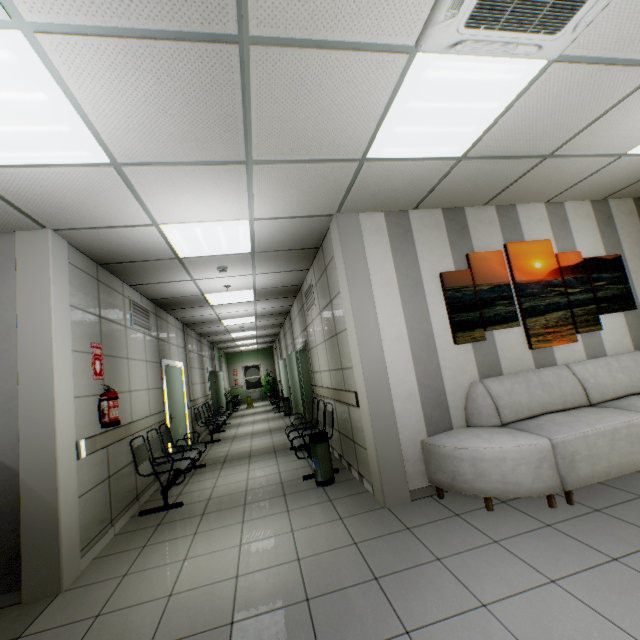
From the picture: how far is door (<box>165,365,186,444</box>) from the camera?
6.6m

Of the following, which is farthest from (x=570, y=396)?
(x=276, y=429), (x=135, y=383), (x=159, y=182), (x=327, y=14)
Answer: (x=276, y=429)

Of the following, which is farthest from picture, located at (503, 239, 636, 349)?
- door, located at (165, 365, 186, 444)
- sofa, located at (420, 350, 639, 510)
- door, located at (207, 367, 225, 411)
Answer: door, located at (207, 367, 225, 411)

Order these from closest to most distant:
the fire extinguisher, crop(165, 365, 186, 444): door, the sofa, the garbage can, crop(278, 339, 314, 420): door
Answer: the sofa < the fire extinguisher < the garbage can < crop(165, 365, 186, 444): door < crop(278, 339, 314, 420): door

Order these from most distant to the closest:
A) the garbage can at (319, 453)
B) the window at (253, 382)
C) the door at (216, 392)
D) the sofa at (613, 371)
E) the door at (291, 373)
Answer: the window at (253, 382)
the door at (216, 392)
the door at (291, 373)
the garbage can at (319, 453)
the sofa at (613, 371)

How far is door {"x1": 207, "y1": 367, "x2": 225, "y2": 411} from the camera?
13.53m

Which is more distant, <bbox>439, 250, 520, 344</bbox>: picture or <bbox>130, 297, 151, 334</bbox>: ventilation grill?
<bbox>130, 297, 151, 334</bbox>: ventilation grill

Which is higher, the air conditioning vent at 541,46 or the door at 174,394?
the air conditioning vent at 541,46
